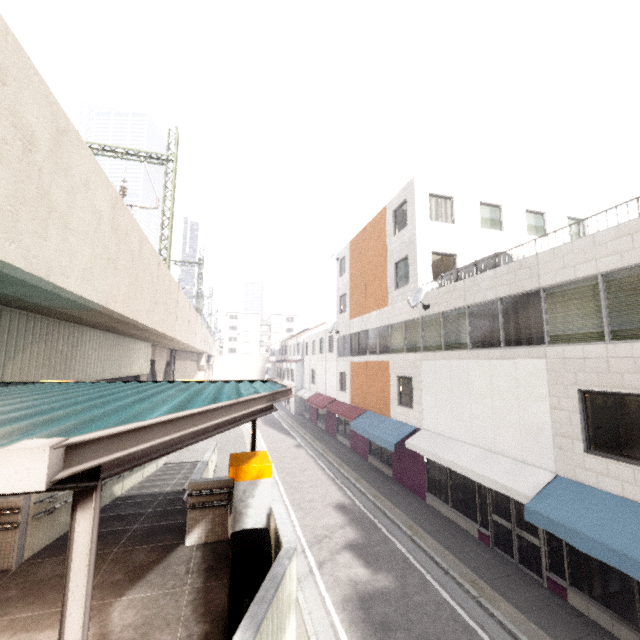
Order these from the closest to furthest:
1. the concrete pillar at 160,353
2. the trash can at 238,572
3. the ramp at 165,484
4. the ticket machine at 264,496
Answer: the trash can at 238,572 < the ticket machine at 264,496 < the ramp at 165,484 < the concrete pillar at 160,353

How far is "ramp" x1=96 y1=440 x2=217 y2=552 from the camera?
6.84m

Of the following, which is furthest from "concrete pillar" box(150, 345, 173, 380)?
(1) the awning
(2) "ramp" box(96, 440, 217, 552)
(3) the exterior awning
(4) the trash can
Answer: (4) the trash can

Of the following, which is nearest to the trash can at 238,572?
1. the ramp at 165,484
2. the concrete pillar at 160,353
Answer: the ramp at 165,484

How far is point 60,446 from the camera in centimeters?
137cm

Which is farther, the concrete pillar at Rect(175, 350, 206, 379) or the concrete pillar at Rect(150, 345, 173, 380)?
the concrete pillar at Rect(175, 350, 206, 379)

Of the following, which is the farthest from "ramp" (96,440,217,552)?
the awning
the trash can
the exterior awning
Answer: the awning

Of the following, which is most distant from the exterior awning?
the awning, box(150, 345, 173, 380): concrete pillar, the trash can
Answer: box(150, 345, 173, 380): concrete pillar
